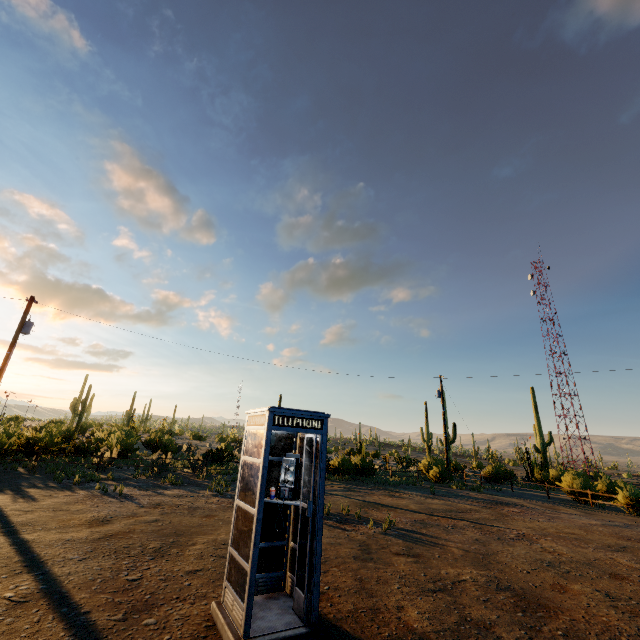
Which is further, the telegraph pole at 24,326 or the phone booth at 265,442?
the telegraph pole at 24,326

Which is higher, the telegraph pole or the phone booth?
the telegraph pole

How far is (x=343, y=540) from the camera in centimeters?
817cm

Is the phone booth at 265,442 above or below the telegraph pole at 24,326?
below

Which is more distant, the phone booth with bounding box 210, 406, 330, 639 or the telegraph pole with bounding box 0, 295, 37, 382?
the telegraph pole with bounding box 0, 295, 37, 382
